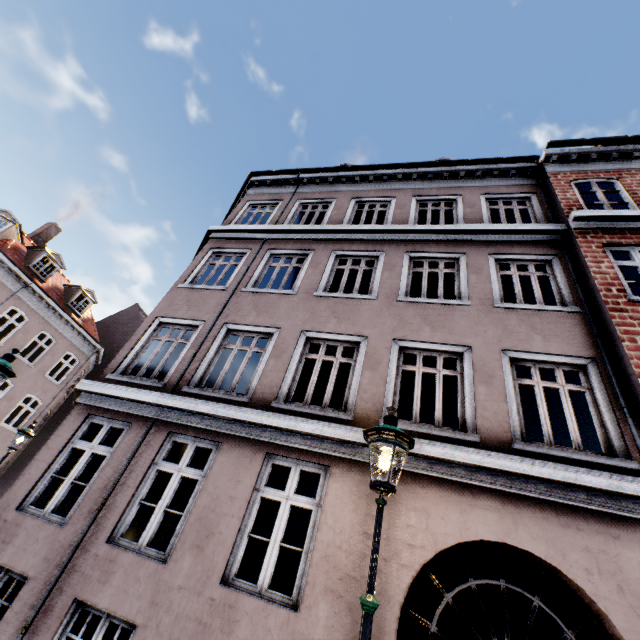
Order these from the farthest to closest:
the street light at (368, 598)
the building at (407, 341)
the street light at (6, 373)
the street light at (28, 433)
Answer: the street light at (28, 433) < the street light at (6, 373) < the building at (407, 341) < the street light at (368, 598)

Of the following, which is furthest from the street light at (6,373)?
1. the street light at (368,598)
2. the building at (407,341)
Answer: the street light at (368,598)

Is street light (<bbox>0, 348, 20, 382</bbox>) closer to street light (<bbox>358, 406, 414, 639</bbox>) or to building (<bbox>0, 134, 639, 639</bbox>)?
building (<bbox>0, 134, 639, 639</bbox>)

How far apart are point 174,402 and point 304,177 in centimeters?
946cm

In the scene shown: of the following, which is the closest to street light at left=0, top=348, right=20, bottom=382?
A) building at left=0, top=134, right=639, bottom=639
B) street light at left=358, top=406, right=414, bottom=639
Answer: building at left=0, top=134, right=639, bottom=639

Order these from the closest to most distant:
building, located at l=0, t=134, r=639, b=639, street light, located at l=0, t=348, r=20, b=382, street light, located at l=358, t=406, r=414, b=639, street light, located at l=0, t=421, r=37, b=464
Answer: street light, located at l=358, t=406, r=414, b=639 < building, located at l=0, t=134, r=639, b=639 < street light, located at l=0, t=348, r=20, b=382 < street light, located at l=0, t=421, r=37, b=464

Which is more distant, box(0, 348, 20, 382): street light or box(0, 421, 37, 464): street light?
box(0, 421, 37, 464): street light
